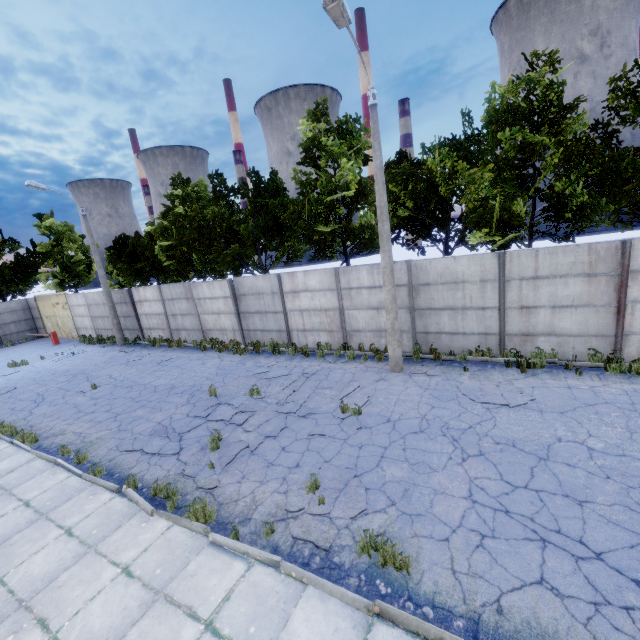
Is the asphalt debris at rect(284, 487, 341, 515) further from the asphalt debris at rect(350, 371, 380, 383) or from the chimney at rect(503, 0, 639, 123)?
the chimney at rect(503, 0, 639, 123)

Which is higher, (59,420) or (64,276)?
(64,276)

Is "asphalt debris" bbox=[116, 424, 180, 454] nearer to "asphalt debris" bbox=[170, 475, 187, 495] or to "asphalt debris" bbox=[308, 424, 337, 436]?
"asphalt debris" bbox=[170, 475, 187, 495]

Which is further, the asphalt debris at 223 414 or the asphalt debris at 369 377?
the asphalt debris at 369 377

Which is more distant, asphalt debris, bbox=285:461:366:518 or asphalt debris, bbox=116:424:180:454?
asphalt debris, bbox=116:424:180:454

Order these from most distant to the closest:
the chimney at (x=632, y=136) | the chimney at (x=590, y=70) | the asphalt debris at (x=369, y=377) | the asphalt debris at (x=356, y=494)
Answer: the chimney at (x=632, y=136) < the chimney at (x=590, y=70) < the asphalt debris at (x=369, y=377) < the asphalt debris at (x=356, y=494)

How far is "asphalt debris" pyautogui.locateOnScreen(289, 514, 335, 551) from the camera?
5.20m

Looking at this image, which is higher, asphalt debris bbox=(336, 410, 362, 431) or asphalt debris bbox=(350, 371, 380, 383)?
asphalt debris bbox=(350, 371, 380, 383)
